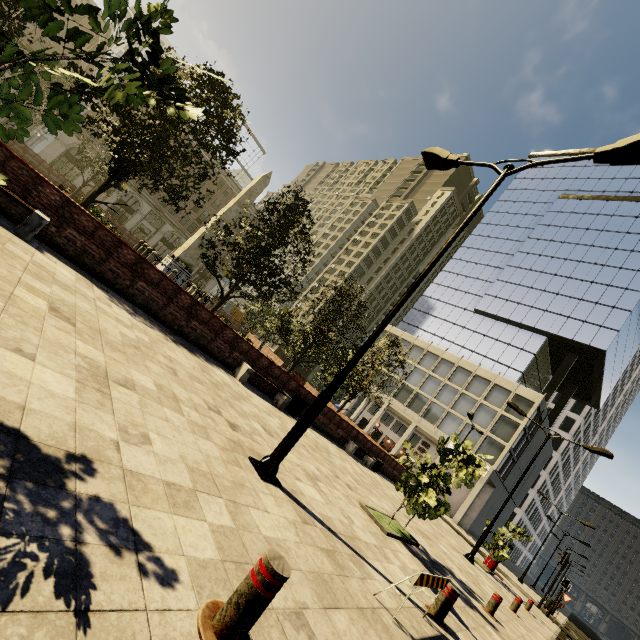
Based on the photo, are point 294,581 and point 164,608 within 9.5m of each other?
yes

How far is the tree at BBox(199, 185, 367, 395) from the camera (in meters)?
13.84

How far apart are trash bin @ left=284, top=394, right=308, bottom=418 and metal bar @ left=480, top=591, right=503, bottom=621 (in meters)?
8.06

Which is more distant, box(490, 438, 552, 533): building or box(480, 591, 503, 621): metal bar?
box(490, 438, 552, 533): building

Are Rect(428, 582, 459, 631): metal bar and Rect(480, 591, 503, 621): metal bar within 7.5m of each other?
yes

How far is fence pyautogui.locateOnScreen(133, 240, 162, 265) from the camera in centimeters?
2056cm

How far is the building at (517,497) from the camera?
43.5 meters

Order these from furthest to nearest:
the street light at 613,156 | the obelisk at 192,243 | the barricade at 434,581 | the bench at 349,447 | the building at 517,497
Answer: the building at 517,497, the obelisk at 192,243, the bench at 349,447, the street light at 613,156, the barricade at 434,581
